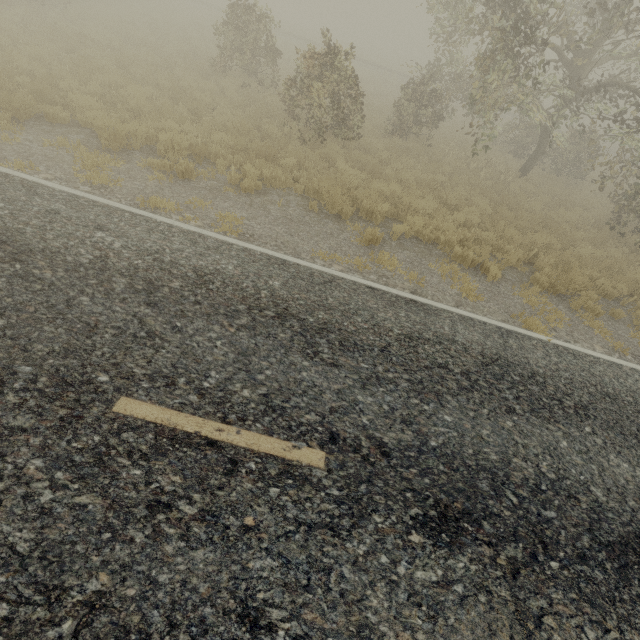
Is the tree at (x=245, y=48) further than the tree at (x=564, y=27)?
Yes

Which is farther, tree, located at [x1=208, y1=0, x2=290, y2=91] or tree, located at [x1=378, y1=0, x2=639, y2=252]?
tree, located at [x1=208, y1=0, x2=290, y2=91]

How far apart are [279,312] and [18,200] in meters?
4.7 m
